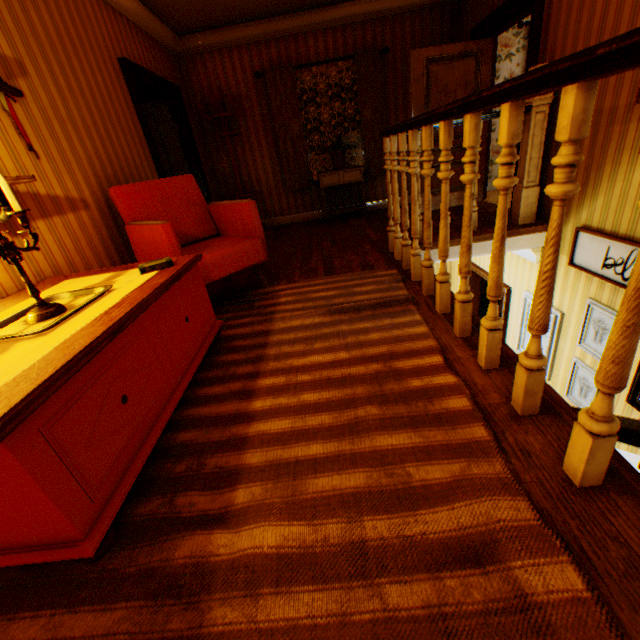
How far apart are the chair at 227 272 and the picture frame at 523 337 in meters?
3.4 m

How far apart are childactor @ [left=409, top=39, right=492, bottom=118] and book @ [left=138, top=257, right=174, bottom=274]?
4.55m

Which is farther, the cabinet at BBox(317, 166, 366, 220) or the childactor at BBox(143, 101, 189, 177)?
the cabinet at BBox(317, 166, 366, 220)

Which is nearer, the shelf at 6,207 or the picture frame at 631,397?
the shelf at 6,207

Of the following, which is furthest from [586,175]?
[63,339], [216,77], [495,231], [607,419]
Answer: [216,77]

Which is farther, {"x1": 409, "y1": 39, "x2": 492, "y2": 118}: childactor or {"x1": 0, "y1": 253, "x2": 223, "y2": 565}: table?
{"x1": 409, "y1": 39, "x2": 492, "y2": 118}: childactor

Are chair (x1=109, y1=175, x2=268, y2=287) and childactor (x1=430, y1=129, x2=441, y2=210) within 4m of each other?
yes

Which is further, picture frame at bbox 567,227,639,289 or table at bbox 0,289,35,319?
picture frame at bbox 567,227,639,289
